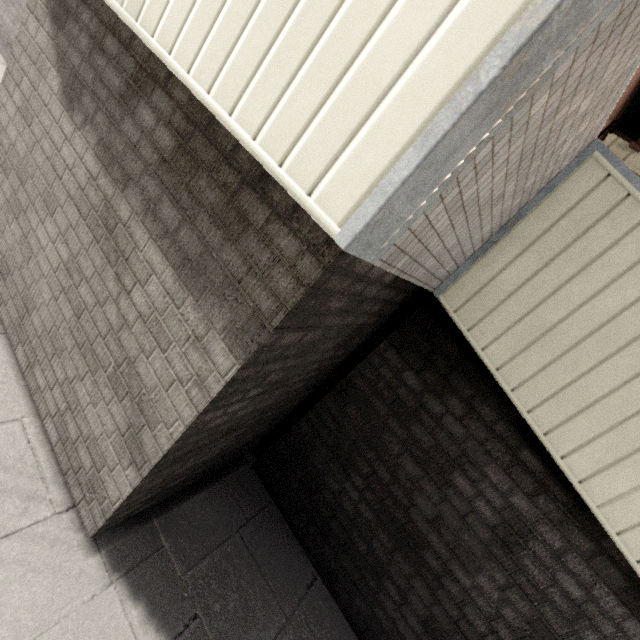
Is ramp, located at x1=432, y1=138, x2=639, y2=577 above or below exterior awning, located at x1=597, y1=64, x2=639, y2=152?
below

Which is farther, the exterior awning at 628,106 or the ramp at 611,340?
the exterior awning at 628,106

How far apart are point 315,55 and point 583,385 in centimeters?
208cm

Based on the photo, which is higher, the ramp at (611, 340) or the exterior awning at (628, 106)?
the exterior awning at (628, 106)

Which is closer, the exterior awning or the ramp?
the ramp
